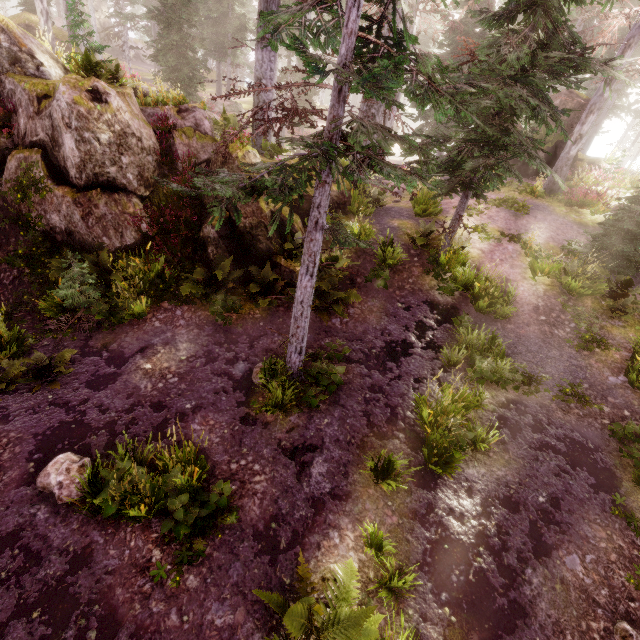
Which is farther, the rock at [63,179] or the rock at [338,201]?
the rock at [338,201]

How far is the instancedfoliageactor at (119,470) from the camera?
4.81m

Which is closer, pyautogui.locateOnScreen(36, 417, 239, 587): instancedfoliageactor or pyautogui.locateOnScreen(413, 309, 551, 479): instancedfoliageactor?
pyautogui.locateOnScreen(36, 417, 239, 587): instancedfoliageactor

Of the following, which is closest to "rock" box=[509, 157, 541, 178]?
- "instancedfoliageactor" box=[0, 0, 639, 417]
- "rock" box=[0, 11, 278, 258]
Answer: "instancedfoliageactor" box=[0, 0, 639, 417]

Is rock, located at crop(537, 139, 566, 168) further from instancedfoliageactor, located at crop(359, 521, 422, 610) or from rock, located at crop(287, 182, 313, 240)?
rock, located at crop(287, 182, 313, 240)

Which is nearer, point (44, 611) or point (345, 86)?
point (44, 611)

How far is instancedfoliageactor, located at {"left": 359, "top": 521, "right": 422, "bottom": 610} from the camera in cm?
464

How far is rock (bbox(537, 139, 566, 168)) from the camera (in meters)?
17.92
